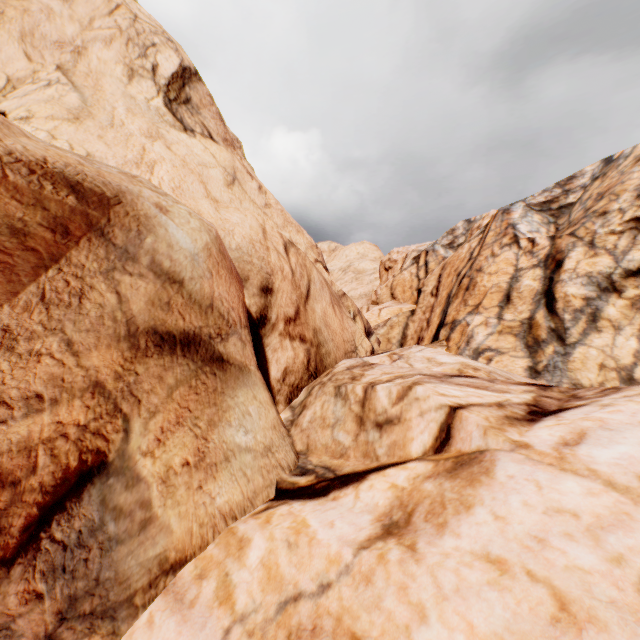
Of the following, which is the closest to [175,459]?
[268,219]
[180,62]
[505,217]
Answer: [268,219]
